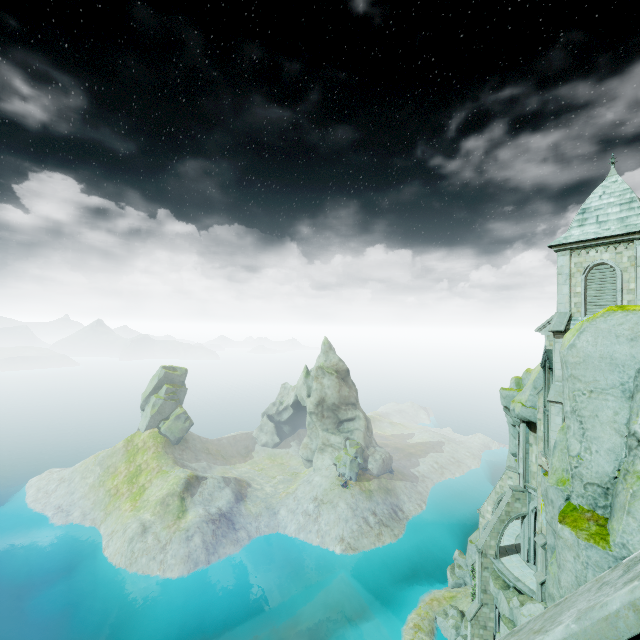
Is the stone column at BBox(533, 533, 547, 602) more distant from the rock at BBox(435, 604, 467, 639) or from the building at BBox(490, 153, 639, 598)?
the rock at BBox(435, 604, 467, 639)

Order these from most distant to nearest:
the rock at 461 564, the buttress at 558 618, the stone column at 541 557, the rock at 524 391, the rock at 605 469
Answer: the rock at 461 564, the rock at 524 391, the stone column at 541 557, the rock at 605 469, the buttress at 558 618

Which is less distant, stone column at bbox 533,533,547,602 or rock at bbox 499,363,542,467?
stone column at bbox 533,533,547,602

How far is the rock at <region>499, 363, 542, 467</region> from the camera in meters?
27.8

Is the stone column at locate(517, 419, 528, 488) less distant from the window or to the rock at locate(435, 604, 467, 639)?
the rock at locate(435, 604, 467, 639)

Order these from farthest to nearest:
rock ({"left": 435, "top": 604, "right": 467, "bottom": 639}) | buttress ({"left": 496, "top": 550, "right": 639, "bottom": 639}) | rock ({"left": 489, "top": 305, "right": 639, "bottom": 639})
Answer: rock ({"left": 435, "top": 604, "right": 467, "bottom": 639}) → rock ({"left": 489, "top": 305, "right": 639, "bottom": 639}) → buttress ({"left": 496, "top": 550, "right": 639, "bottom": 639})

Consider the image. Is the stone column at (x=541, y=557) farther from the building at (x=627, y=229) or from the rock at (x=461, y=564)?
the rock at (x=461, y=564)

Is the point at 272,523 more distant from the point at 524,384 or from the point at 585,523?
the point at 585,523
